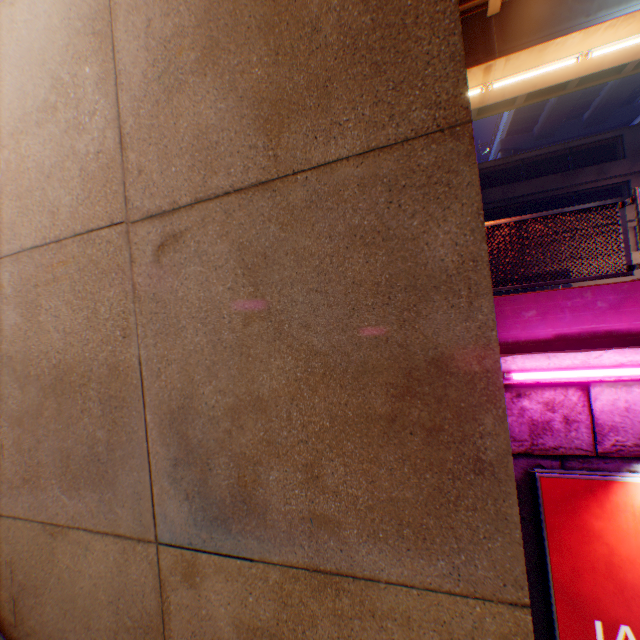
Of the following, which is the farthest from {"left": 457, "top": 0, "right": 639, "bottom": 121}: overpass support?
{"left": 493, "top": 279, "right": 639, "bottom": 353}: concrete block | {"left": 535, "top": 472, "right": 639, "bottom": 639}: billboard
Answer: {"left": 535, "top": 472, "right": 639, "bottom": 639}: billboard

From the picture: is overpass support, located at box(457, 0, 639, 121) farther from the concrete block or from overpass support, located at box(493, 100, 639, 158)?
the concrete block

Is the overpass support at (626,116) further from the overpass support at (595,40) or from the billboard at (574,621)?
the billboard at (574,621)

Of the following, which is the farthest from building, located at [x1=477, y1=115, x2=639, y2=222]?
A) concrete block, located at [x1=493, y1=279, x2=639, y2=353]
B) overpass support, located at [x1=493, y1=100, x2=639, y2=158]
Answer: overpass support, located at [x1=493, y1=100, x2=639, y2=158]

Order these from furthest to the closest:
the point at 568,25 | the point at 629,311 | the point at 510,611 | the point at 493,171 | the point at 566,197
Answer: the point at 493,171, the point at 566,197, the point at 568,25, the point at 629,311, the point at 510,611

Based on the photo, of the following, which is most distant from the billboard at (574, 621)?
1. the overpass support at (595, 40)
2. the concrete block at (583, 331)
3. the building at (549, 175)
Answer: the building at (549, 175)

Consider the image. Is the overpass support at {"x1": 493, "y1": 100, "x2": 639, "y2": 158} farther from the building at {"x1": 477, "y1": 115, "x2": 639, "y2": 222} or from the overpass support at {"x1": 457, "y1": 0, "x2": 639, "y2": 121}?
the building at {"x1": 477, "y1": 115, "x2": 639, "y2": 222}

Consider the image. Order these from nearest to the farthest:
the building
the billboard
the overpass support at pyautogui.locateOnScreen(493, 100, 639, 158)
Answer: the billboard, the building, the overpass support at pyautogui.locateOnScreen(493, 100, 639, 158)
